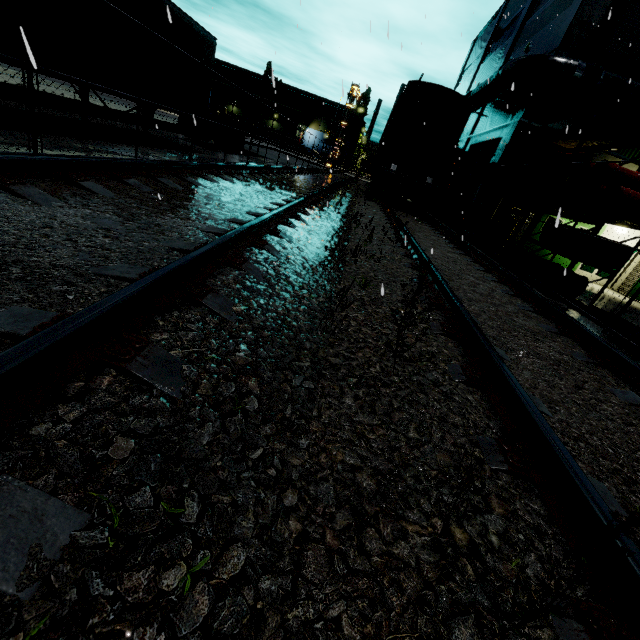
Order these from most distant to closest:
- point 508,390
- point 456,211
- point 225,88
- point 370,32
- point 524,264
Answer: point 225,88, point 456,211, point 524,264, point 370,32, point 508,390

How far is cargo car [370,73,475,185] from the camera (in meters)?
13.73

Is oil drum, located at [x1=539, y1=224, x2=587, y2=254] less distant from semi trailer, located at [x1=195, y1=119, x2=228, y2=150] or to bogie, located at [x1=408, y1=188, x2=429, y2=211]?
bogie, located at [x1=408, y1=188, x2=429, y2=211]

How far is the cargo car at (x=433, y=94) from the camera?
13.7 meters

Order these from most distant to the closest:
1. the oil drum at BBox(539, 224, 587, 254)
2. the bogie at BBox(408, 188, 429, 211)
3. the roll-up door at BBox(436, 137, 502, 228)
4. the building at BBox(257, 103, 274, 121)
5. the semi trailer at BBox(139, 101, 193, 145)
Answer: the building at BBox(257, 103, 274, 121) < the roll-up door at BBox(436, 137, 502, 228) < the bogie at BBox(408, 188, 429, 211) < the semi trailer at BBox(139, 101, 193, 145) < the oil drum at BBox(539, 224, 587, 254)

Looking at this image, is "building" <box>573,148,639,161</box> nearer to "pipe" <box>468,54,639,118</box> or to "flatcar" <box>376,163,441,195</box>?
"pipe" <box>468,54,639,118</box>

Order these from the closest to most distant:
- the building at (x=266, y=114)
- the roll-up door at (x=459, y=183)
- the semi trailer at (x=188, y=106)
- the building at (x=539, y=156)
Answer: the semi trailer at (x=188, y=106), the building at (x=539, y=156), the roll-up door at (x=459, y=183), the building at (x=266, y=114)

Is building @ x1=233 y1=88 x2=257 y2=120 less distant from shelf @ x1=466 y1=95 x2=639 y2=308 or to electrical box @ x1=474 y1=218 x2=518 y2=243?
electrical box @ x1=474 y1=218 x2=518 y2=243
